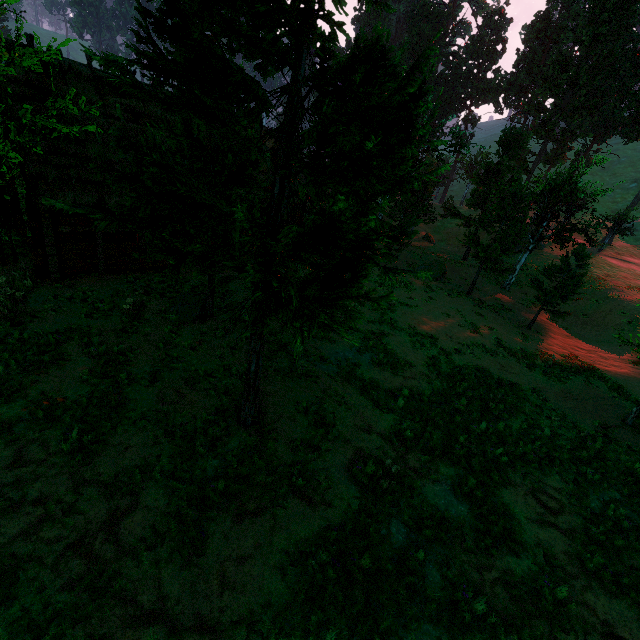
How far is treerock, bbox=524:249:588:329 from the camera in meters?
20.4

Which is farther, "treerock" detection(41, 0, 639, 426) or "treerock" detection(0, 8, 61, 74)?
"treerock" detection(0, 8, 61, 74)

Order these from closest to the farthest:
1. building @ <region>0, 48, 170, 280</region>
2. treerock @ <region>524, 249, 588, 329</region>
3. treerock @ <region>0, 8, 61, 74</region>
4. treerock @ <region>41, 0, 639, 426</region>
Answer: treerock @ <region>41, 0, 639, 426</region> < treerock @ <region>0, 8, 61, 74</region> < building @ <region>0, 48, 170, 280</region> < treerock @ <region>524, 249, 588, 329</region>

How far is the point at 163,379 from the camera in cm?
975

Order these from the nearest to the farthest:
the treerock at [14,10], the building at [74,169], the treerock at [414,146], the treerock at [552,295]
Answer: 1. the treerock at [414,146]
2. the treerock at [14,10]
3. the building at [74,169]
4. the treerock at [552,295]

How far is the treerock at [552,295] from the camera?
20.4m

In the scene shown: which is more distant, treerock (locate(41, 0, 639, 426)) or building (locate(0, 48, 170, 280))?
building (locate(0, 48, 170, 280))
